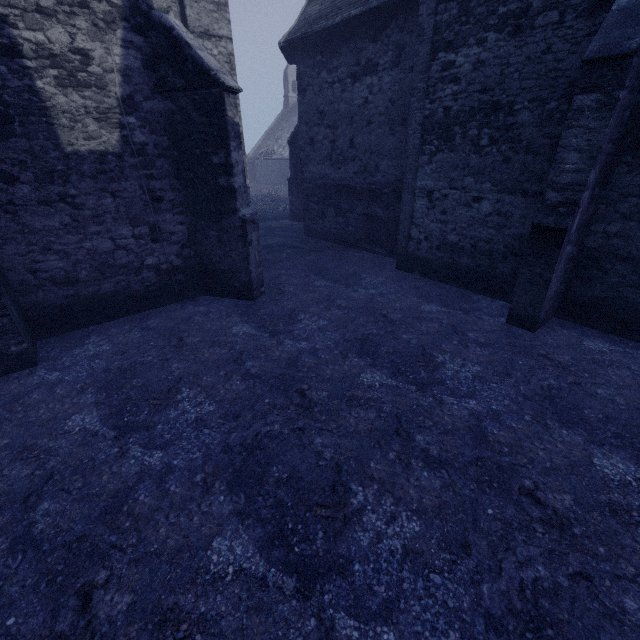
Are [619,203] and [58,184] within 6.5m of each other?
no
